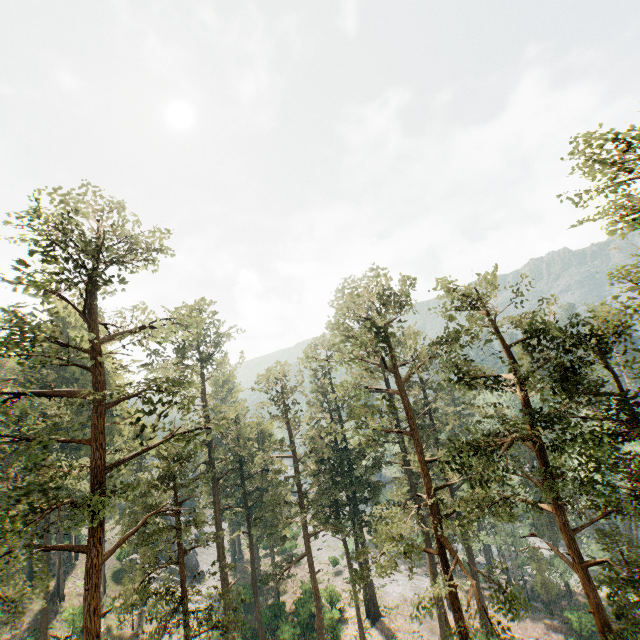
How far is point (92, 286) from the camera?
15.24m
